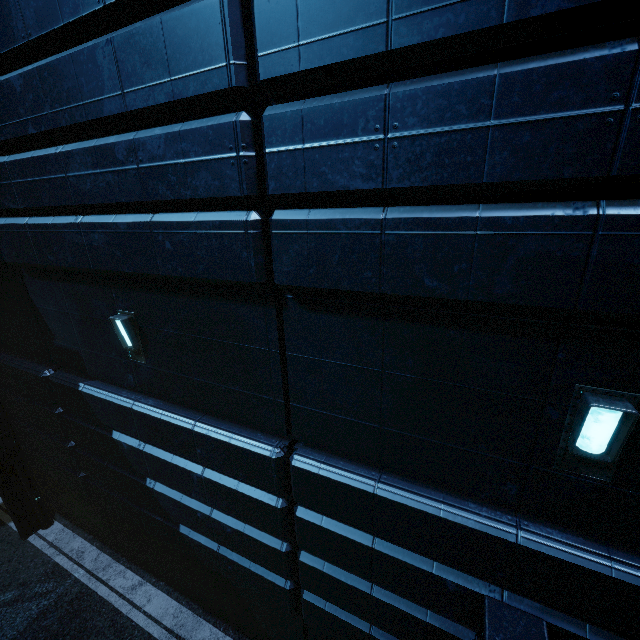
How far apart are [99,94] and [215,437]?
4.7 meters
